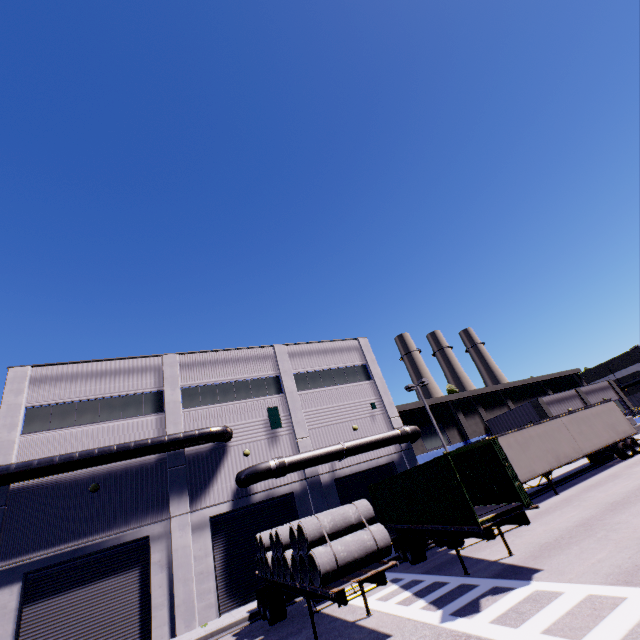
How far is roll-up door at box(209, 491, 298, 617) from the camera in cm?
1675

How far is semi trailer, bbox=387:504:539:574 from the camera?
9.9 meters

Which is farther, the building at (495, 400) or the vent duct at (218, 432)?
the building at (495, 400)

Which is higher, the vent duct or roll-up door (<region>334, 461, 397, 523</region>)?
the vent duct

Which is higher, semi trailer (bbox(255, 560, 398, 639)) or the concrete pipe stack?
the concrete pipe stack

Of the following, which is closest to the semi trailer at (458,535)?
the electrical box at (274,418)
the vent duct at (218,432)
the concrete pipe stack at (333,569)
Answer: the concrete pipe stack at (333,569)

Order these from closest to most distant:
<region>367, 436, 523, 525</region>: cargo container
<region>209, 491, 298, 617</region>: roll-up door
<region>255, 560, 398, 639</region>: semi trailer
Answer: <region>255, 560, 398, 639</region>: semi trailer, <region>367, 436, 523, 525</region>: cargo container, <region>209, 491, 298, 617</region>: roll-up door

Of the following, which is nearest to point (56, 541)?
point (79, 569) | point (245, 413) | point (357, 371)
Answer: point (79, 569)
